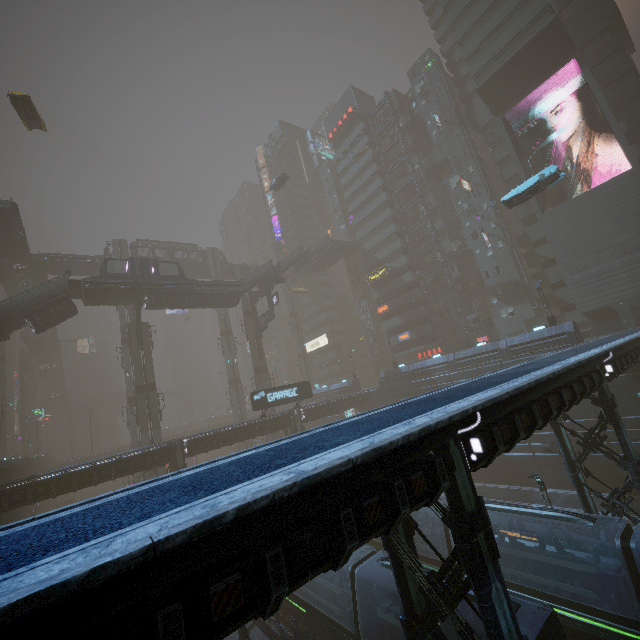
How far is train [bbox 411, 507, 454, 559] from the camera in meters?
18.6 m

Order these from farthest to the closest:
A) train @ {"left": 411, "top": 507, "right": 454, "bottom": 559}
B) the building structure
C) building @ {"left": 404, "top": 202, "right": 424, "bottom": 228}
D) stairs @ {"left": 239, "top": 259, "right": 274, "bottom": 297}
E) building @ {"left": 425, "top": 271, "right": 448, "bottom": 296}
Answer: building @ {"left": 404, "top": 202, "right": 424, "bottom": 228}, building @ {"left": 425, "top": 271, "right": 448, "bottom": 296}, the building structure, stairs @ {"left": 239, "top": 259, "right": 274, "bottom": 297}, train @ {"left": 411, "top": 507, "right": 454, "bottom": 559}

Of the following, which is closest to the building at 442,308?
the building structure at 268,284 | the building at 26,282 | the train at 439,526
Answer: the building structure at 268,284

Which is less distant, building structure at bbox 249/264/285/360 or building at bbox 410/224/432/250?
building structure at bbox 249/264/285/360

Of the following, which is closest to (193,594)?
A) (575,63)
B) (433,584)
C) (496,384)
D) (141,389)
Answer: (433,584)

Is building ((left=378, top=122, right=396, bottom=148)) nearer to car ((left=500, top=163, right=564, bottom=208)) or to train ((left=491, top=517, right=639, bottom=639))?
Result: train ((left=491, top=517, right=639, bottom=639))

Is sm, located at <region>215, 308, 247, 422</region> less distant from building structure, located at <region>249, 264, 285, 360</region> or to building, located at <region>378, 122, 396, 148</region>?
building structure, located at <region>249, 264, 285, 360</region>

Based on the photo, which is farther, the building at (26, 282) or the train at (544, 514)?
the building at (26, 282)
